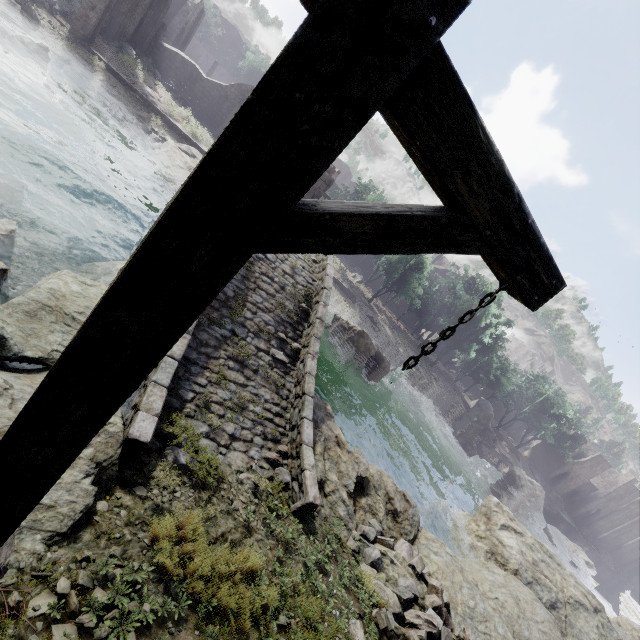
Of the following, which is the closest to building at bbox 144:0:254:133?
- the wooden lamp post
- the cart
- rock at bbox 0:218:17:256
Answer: the cart

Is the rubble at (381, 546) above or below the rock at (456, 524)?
above

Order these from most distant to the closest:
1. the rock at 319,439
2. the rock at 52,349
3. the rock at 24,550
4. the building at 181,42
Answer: the building at 181,42, the rock at 319,439, the rock at 52,349, the rock at 24,550

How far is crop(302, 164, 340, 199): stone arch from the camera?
25.6m

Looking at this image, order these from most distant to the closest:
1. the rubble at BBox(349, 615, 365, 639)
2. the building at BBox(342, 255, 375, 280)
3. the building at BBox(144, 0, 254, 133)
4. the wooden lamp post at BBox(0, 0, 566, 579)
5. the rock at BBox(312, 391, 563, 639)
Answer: the building at BBox(342, 255, 375, 280), the building at BBox(144, 0, 254, 133), the rock at BBox(312, 391, 563, 639), the rubble at BBox(349, 615, 365, 639), the wooden lamp post at BBox(0, 0, 566, 579)

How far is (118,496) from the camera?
4.5 meters

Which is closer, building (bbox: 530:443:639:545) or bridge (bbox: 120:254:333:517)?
bridge (bbox: 120:254:333:517)

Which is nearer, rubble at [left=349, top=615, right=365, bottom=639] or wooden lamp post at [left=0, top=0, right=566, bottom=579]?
wooden lamp post at [left=0, top=0, right=566, bottom=579]
